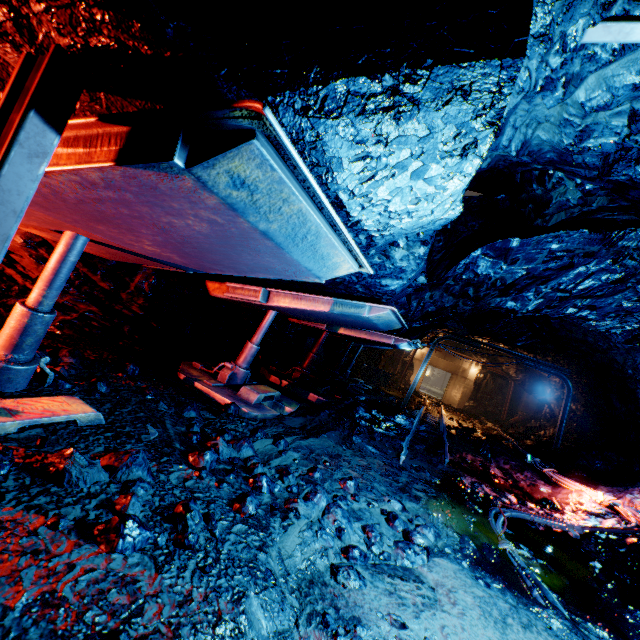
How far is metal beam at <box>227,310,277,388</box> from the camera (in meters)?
5.59

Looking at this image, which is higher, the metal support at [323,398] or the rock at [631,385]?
the rock at [631,385]

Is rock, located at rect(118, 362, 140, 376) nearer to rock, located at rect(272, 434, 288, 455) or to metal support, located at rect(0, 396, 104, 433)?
rock, located at rect(272, 434, 288, 455)

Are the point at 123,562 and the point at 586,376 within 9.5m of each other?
no

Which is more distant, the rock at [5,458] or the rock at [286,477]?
the rock at [286,477]

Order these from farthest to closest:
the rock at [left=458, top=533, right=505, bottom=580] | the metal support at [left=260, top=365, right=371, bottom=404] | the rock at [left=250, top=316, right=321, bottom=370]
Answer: the rock at [left=250, top=316, right=321, bottom=370] → the metal support at [left=260, top=365, right=371, bottom=404] → the rock at [left=458, top=533, right=505, bottom=580]

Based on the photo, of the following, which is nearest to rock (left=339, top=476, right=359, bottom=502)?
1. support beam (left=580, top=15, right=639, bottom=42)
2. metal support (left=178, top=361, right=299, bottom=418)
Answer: support beam (left=580, top=15, right=639, bottom=42)

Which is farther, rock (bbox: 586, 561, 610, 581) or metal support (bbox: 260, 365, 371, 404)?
metal support (bbox: 260, 365, 371, 404)
